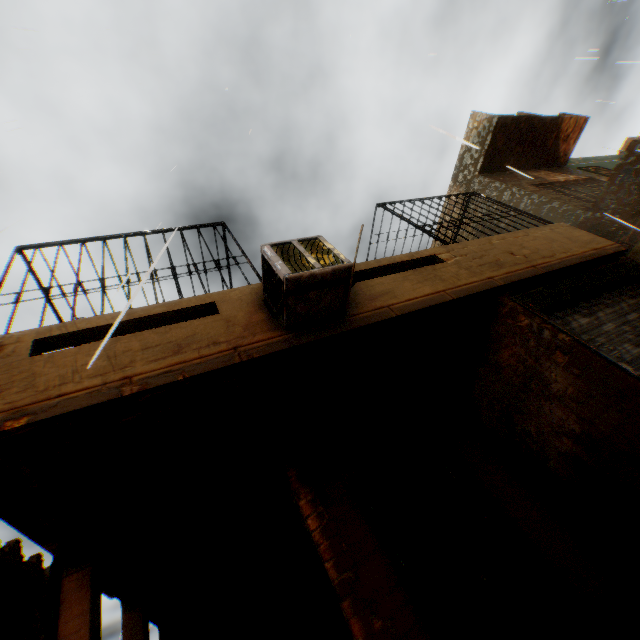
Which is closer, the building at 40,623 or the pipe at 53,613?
the pipe at 53,613

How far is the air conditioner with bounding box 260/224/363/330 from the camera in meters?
3.3

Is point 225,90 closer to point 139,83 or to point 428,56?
point 428,56

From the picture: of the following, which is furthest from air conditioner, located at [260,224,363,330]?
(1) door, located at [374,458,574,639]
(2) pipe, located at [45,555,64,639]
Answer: (2) pipe, located at [45,555,64,639]

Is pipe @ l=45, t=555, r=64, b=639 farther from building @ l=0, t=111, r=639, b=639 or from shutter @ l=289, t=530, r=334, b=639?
shutter @ l=289, t=530, r=334, b=639

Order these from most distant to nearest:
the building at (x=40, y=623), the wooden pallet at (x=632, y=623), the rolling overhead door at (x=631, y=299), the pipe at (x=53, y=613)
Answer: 1. the building at (x=40, y=623)
2. the rolling overhead door at (x=631, y=299)
3. the pipe at (x=53, y=613)
4. the wooden pallet at (x=632, y=623)

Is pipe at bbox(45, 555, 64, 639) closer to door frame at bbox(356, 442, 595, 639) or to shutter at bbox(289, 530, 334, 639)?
shutter at bbox(289, 530, 334, 639)

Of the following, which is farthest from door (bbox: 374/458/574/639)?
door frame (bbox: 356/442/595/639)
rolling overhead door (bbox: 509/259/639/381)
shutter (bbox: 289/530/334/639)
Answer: rolling overhead door (bbox: 509/259/639/381)
